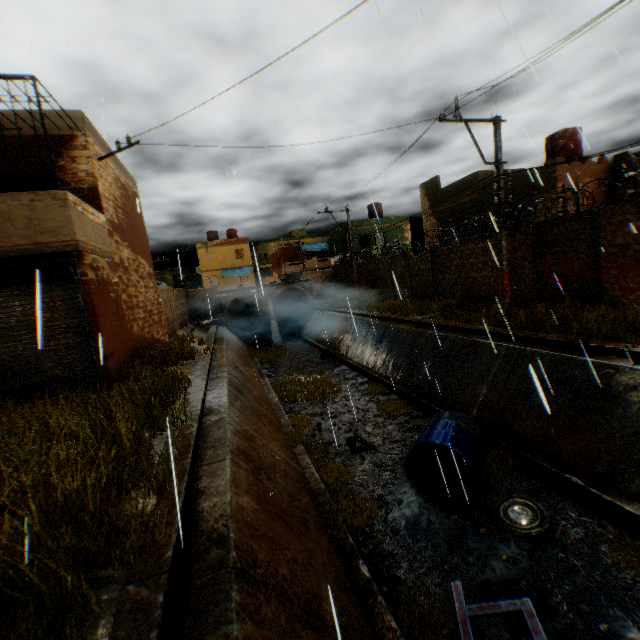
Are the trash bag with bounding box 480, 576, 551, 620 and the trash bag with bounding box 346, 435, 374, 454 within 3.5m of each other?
no

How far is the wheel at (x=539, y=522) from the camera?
5.77m

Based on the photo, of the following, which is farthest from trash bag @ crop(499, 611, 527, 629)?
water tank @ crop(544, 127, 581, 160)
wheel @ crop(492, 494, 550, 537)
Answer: water tank @ crop(544, 127, 581, 160)

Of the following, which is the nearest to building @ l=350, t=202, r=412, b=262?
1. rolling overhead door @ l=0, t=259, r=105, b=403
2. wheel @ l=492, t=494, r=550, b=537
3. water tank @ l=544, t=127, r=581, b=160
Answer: rolling overhead door @ l=0, t=259, r=105, b=403

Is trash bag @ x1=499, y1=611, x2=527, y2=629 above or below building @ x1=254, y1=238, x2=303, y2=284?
below

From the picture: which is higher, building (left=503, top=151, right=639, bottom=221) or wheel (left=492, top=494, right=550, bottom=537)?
building (left=503, top=151, right=639, bottom=221)

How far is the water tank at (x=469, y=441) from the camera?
7.1m

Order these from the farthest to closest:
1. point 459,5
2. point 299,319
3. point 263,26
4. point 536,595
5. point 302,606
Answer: point 299,319, point 263,26, point 459,5, point 536,595, point 302,606
